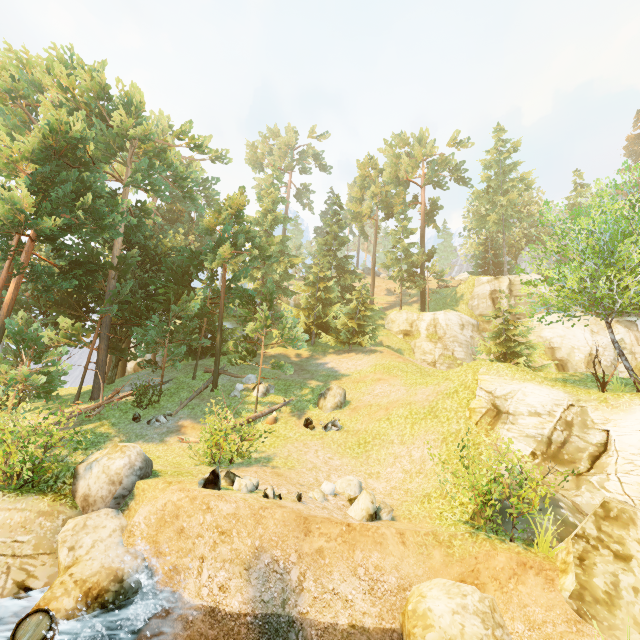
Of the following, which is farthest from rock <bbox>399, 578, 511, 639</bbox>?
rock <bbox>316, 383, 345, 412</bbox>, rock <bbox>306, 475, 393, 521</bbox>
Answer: rock <bbox>316, 383, 345, 412</bbox>

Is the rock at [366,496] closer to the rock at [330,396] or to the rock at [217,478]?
the rock at [217,478]

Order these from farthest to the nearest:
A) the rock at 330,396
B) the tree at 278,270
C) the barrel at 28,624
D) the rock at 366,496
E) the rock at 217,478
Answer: the rock at 330,396, the tree at 278,270, the rock at 366,496, the rock at 217,478, the barrel at 28,624

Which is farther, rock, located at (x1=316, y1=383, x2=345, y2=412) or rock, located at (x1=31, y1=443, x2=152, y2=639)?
rock, located at (x1=316, y1=383, x2=345, y2=412)

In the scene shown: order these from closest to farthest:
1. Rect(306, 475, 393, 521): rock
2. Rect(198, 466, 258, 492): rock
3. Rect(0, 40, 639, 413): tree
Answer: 1. Rect(198, 466, 258, 492): rock
2. Rect(306, 475, 393, 521): rock
3. Rect(0, 40, 639, 413): tree

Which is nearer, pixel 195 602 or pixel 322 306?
pixel 195 602

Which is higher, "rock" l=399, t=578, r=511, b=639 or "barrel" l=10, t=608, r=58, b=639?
"rock" l=399, t=578, r=511, b=639

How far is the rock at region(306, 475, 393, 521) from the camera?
10.17m
